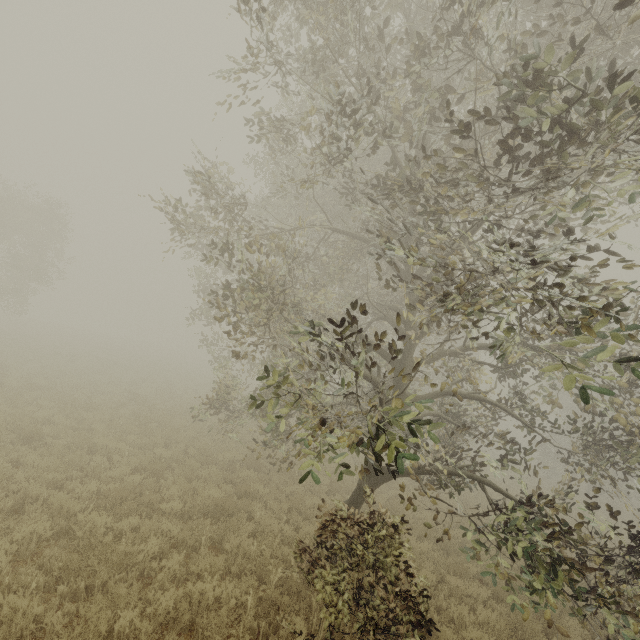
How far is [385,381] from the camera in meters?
3.7 m
